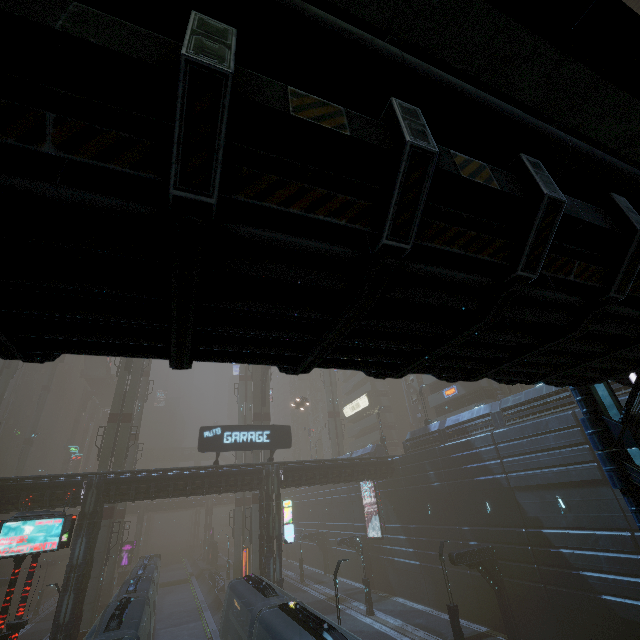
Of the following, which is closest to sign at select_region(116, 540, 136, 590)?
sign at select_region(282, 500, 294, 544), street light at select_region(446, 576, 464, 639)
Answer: sign at select_region(282, 500, 294, 544)

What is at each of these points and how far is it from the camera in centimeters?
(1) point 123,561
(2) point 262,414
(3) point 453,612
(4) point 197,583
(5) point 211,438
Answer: (1) sign, 4978cm
(2) sm, 4125cm
(3) street light, 1919cm
(4) train rail, 4869cm
(5) sign, 2595cm

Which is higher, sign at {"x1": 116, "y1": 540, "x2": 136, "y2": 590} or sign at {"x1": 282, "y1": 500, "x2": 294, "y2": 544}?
sign at {"x1": 282, "y1": 500, "x2": 294, "y2": 544}

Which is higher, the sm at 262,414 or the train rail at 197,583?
the sm at 262,414

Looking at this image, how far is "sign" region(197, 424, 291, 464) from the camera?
25.80m

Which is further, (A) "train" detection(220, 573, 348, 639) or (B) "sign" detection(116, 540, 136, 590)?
(B) "sign" detection(116, 540, 136, 590)

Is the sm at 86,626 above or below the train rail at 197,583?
above

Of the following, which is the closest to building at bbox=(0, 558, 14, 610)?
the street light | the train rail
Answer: the train rail
